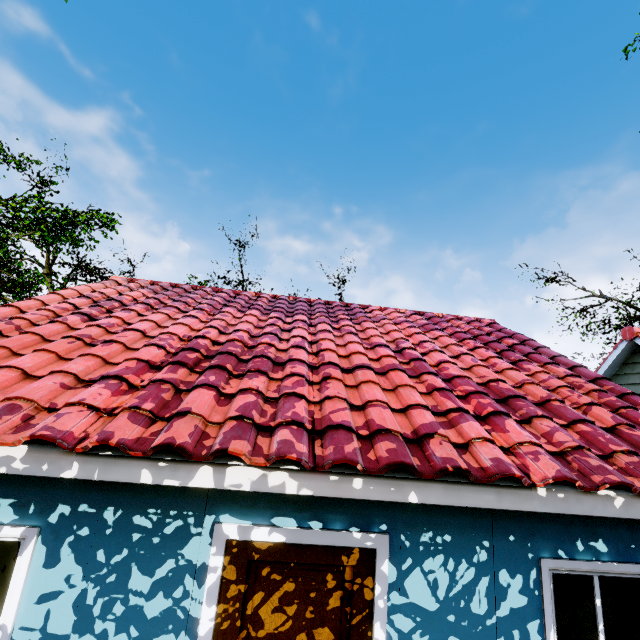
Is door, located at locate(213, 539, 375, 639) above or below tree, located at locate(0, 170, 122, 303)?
below

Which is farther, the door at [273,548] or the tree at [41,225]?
the tree at [41,225]

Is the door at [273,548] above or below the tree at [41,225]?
below

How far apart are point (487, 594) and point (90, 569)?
3.9 meters

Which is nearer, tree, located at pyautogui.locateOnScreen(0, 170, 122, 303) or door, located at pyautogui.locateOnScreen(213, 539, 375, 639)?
door, located at pyautogui.locateOnScreen(213, 539, 375, 639)
